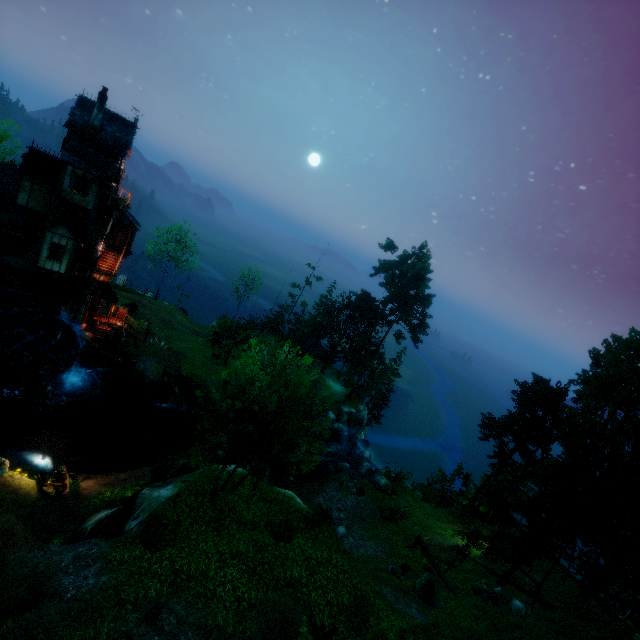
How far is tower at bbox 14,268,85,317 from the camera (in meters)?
26.04

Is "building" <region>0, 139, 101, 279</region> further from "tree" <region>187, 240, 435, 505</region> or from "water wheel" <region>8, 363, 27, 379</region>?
"tree" <region>187, 240, 435, 505</region>

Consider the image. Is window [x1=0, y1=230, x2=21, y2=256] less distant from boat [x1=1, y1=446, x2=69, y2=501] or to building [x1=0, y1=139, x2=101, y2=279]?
building [x1=0, y1=139, x2=101, y2=279]

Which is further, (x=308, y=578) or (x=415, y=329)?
(x=415, y=329)

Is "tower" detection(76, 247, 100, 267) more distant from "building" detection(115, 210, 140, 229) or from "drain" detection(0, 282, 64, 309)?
"drain" detection(0, 282, 64, 309)

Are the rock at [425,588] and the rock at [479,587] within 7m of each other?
yes

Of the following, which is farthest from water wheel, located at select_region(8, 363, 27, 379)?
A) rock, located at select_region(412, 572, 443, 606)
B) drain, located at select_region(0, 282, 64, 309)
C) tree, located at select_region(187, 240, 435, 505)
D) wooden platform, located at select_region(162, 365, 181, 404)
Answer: rock, located at select_region(412, 572, 443, 606)

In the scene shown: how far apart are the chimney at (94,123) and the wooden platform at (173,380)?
22.3 meters
